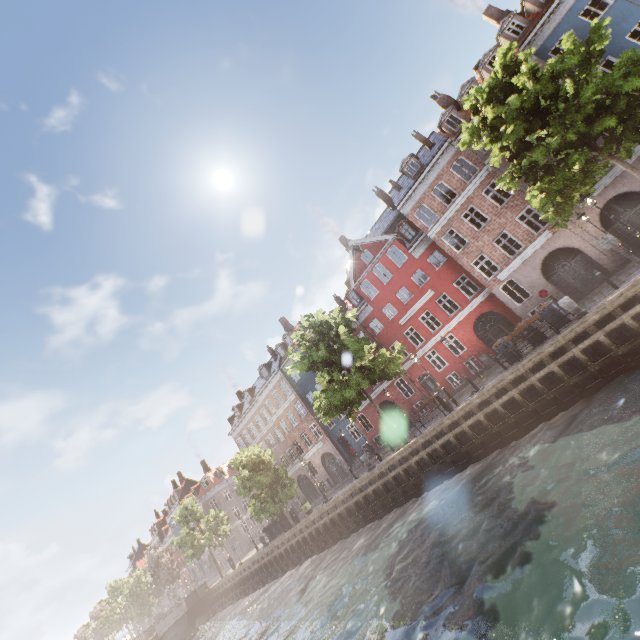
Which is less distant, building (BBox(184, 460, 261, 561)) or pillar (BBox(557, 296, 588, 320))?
pillar (BBox(557, 296, 588, 320))

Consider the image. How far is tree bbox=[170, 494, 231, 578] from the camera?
35.5m

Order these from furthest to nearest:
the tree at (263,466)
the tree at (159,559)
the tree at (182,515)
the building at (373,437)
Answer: the tree at (159,559), the tree at (182,515), the building at (373,437), the tree at (263,466)

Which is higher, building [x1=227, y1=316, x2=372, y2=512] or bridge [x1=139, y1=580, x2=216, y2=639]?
building [x1=227, y1=316, x2=372, y2=512]

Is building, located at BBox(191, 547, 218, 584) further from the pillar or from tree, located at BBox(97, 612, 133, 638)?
the pillar

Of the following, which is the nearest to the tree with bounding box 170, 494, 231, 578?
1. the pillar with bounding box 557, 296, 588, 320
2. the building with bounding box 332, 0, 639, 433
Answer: the pillar with bounding box 557, 296, 588, 320

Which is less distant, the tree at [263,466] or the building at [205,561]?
the tree at [263,466]

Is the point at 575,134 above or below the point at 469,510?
above
